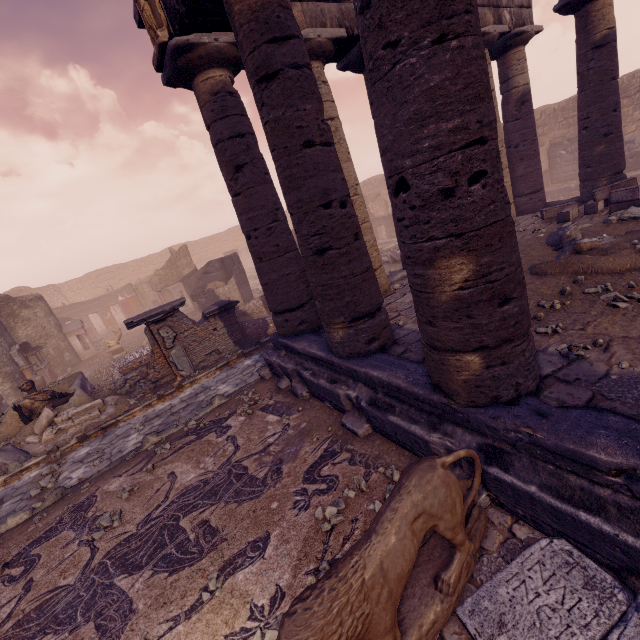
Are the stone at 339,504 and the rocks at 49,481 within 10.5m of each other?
yes

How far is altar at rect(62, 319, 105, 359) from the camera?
17.2m

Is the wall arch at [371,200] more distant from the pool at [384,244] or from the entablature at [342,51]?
the entablature at [342,51]

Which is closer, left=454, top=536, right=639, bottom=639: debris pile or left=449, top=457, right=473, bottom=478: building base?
left=454, top=536, right=639, bottom=639: debris pile

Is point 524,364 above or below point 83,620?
above

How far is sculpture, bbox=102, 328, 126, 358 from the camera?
15.66m

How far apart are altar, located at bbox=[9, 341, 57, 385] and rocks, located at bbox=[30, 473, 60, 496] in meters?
9.4

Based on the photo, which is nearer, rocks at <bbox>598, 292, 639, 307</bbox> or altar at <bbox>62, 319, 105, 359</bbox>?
rocks at <bbox>598, 292, 639, 307</bbox>
